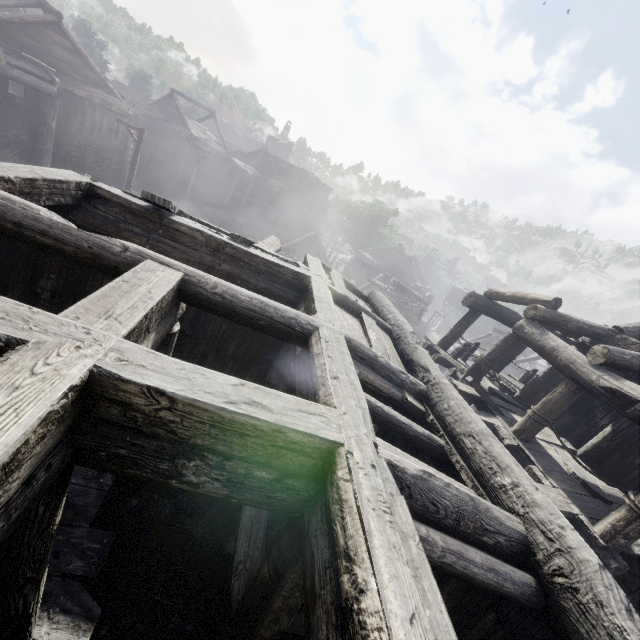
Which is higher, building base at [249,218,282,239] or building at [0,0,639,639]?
building at [0,0,639,639]

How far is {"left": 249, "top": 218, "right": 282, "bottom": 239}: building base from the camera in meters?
41.1

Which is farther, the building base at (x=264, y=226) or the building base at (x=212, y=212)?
the building base at (x=264, y=226)

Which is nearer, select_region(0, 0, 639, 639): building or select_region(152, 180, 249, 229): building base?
select_region(0, 0, 639, 639): building

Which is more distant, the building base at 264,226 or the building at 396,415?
the building base at 264,226

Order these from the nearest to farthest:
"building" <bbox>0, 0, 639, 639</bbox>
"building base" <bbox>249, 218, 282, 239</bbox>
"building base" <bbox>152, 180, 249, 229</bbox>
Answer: "building" <bbox>0, 0, 639, 639</bbox> < "building base" <bbox>152, 180, 249, 229</bbox> < "building base" <bbox>249, 218, 282, 239</bbox>

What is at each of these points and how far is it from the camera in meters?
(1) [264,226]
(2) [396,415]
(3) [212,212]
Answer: (1) building base, 41.8
(2) building, 3.9
(3) building base, 35.0
